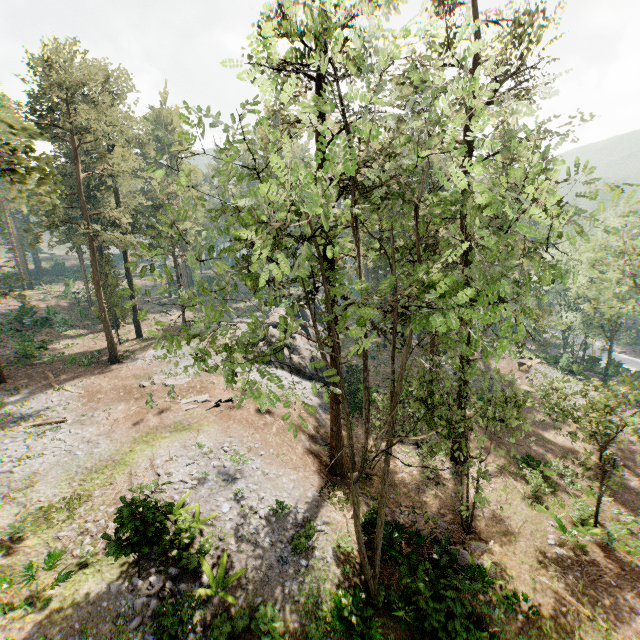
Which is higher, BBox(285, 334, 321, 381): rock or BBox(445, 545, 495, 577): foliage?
BBox(285, 334, 321, 381): rock

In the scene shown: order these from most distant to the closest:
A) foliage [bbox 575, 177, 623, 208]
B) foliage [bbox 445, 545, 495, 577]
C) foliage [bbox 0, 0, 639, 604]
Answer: foliage [bbox 445, 545, 495, 577], foliage [bbox 0, 0, 639, 604], foliage [bbox 575, 177, 623, 208]

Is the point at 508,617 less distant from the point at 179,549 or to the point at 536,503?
the point at 536,503

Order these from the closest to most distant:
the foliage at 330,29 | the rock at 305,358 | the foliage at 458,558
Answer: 1. the foliage at 330,29
2. the foliage at 458,558
3. the rock at 305,358

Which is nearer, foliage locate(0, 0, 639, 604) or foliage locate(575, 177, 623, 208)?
foliage locate(575, 177, 623, 208)

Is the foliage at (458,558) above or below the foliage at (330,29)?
below

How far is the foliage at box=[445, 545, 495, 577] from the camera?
14.6m
